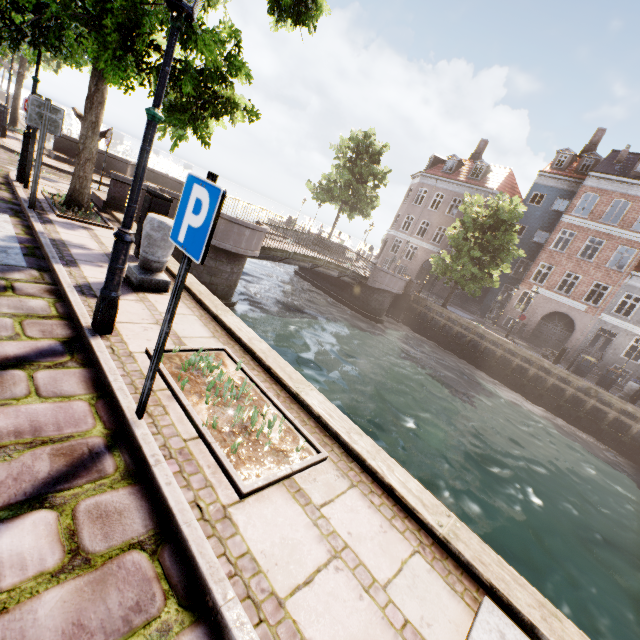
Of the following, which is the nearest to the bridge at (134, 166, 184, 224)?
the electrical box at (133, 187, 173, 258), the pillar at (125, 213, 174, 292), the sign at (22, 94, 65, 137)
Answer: the sign at (22, 94, 65, 137)

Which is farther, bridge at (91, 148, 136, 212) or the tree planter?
bridge at (91, 148, 136, 212)

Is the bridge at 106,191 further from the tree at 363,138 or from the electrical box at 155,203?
the electrical box at 155,203

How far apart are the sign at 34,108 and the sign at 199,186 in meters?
5.8

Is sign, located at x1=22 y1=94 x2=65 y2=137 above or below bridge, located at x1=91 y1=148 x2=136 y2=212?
above

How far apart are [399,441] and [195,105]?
9.21m

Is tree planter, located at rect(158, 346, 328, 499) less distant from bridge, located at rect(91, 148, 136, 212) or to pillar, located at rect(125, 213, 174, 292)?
pillar, located at rect(125, 213, 174, 292)

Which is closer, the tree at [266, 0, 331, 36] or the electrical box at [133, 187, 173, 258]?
the electrical box at [133, 187, 173, 258]
